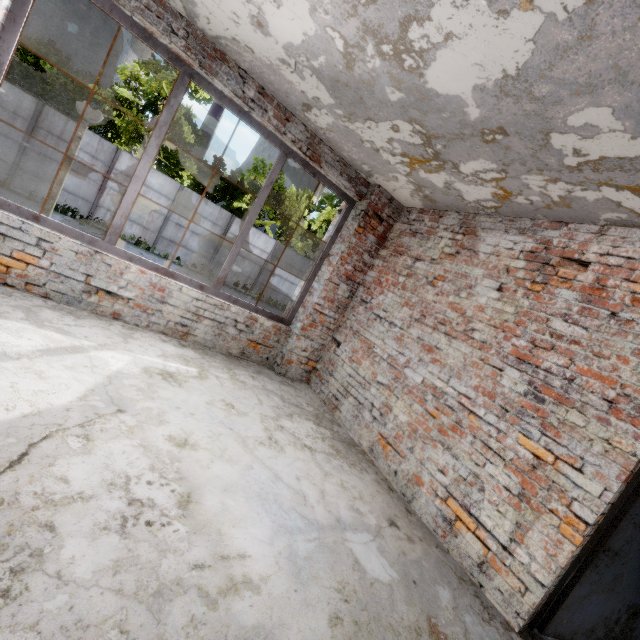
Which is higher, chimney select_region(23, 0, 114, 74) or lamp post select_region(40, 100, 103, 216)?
chimney select_region(23, 0, 114, 74)

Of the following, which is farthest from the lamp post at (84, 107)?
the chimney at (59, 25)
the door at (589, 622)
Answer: the chimney at (59, 25)

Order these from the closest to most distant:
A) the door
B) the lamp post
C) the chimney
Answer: the door, the lamp post, the chimney

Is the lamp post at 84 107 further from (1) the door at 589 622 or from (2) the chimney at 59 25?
(2) the chimney at 59 25

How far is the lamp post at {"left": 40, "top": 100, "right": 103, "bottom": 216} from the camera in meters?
4.3

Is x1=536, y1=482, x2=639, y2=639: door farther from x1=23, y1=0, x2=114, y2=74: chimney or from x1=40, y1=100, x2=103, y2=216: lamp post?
x1=23, y1=0, x2=114, y2=74: chimney

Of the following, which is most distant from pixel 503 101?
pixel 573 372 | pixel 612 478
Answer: pixel 612 478
